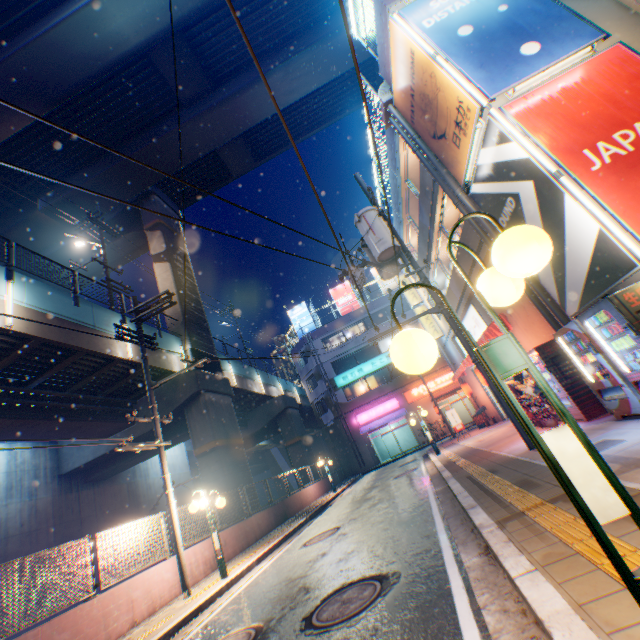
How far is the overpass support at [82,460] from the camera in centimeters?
1834cm

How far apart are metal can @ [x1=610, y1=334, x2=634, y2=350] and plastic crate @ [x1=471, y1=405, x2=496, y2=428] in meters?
14.5 m

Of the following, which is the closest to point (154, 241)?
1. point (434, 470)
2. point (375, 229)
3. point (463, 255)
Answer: point (375, 229)

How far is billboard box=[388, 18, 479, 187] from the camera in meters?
7.8 m

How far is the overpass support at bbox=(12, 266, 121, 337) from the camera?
11.58m

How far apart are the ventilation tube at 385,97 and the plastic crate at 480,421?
16.3 meters

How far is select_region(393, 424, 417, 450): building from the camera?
34.2 meters

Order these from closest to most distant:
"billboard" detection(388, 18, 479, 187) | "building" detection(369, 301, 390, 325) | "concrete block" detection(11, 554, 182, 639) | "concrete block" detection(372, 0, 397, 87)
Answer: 1. "concrete block" detection(11, 554, 182, 639)
2. "billboard" detection(388, 18, 479, 187)
3. "concrete block" detection(372, 0, 397, 87)
4. "building" detection(369, 301, 390, 325)
